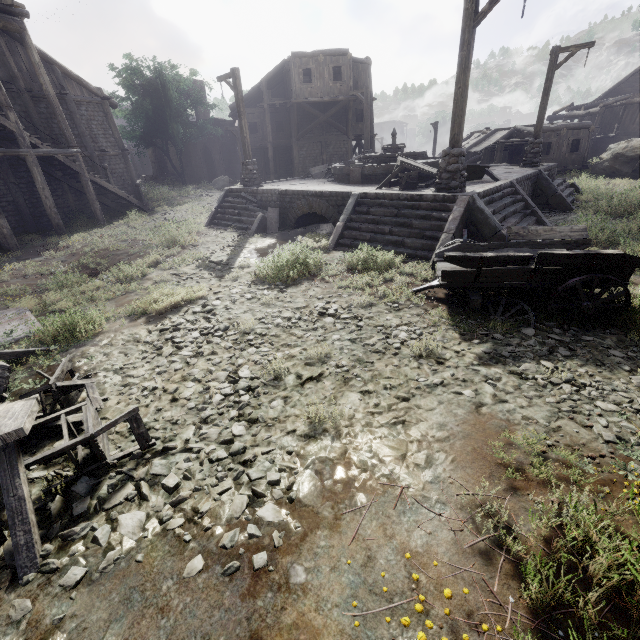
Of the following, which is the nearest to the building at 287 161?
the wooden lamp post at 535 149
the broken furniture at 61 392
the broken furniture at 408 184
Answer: the broken furniture at 61 392

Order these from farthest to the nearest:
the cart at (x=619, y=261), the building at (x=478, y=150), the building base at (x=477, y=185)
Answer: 1. the building at (x=478, y=150)
2. the building base at (x=477, y=185)
3. the cart at (x=619, y=261)

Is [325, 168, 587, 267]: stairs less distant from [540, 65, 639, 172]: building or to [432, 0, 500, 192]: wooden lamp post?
[432, 0, 500, 192]: wooden lamp post

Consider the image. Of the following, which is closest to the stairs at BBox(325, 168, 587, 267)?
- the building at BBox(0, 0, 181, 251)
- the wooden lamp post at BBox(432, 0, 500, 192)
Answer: the wooden lamp post at BBox(432, 0, 500, 192)

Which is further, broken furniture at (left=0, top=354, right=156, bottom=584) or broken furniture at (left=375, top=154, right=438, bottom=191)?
broken furniture at (left=375, top=154, right=438, bottom=191)

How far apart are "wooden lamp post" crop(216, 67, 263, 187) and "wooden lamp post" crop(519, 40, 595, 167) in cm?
1303

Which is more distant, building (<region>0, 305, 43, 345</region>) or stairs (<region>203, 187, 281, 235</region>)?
stairs (<region>203, 187, 281, 235</region>)

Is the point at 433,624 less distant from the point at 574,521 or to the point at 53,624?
the point at 574,521
